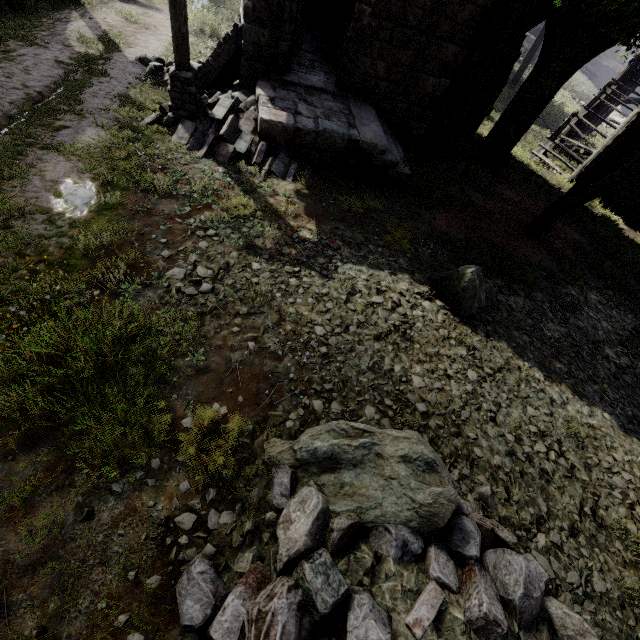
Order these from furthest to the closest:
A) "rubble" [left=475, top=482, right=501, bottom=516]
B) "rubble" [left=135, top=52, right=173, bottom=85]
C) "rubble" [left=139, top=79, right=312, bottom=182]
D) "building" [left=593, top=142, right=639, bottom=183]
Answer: "building" [left=593, top=142, right=639, bottom=183] → "rubble" [left=135, top=52, right=173, bottom=85] → "rubble" [left=139, top=79, right=312, bottom=182] → "rubble" [left=475, top=482, right=501, bottom=516]

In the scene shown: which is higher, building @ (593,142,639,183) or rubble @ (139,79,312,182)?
→ building @ (593,142,639,183)

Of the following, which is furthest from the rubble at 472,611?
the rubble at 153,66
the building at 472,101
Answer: the rubble at 153,66

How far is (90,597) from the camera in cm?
285

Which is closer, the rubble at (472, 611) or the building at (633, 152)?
the rubble at (472, 611)

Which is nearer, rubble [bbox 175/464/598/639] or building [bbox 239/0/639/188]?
rubble [bbox 175/464/598/639]

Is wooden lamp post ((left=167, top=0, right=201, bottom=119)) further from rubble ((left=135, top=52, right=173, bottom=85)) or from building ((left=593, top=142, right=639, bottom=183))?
building ((left=593, top=142, right=639, bottom=183))

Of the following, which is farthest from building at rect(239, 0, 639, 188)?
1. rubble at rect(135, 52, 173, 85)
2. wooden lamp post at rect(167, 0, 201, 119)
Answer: wooden lamp post at rect(167, 0, 201, 119)
